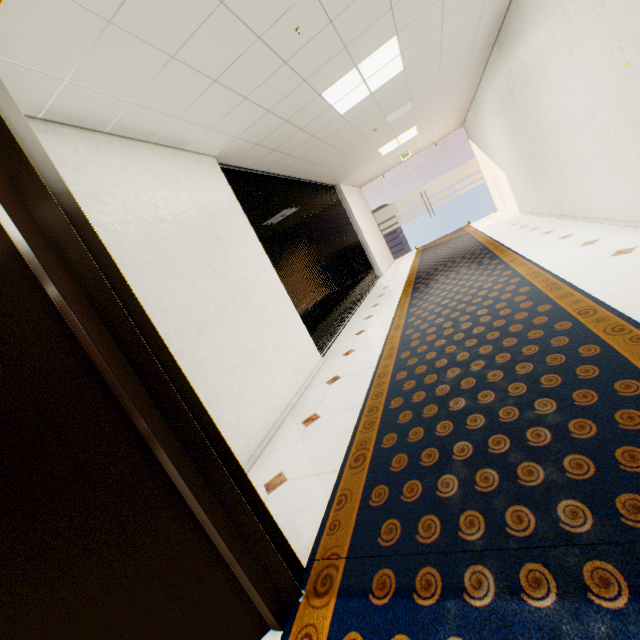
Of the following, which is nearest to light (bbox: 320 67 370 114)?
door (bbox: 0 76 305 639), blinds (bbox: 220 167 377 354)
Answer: blinds (bbox: 220 167 377 354)

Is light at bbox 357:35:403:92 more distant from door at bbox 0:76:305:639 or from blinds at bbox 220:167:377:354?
door at bbox 0:76:305:639

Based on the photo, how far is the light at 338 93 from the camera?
3.82m

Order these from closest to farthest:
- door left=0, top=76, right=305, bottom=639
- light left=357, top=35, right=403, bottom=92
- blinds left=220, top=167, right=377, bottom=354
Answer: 1. door left=0, top=76, right=305, bottom=639
2. light left=357, top=35, right=403, bottom=92
3. blinds left=220, top=167, right=377, bottom=354

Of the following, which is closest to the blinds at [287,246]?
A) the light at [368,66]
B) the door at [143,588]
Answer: the light at [368,66]

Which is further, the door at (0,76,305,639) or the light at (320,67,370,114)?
the light at (320,67,370,114)

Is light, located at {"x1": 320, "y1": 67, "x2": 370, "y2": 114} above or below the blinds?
above

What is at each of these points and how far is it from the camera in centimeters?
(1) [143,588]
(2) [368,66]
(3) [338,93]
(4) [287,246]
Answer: (1) door, 113cm
(2) light, 379cm
(3) light, 405cm
(4) blinds, 527cm
